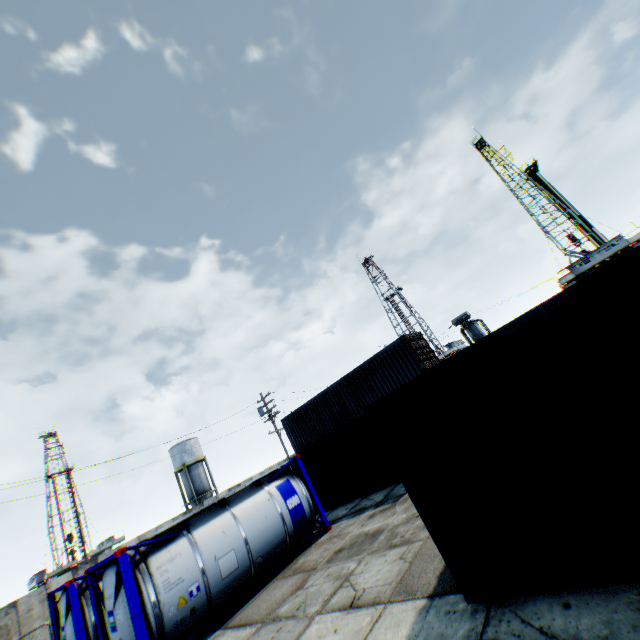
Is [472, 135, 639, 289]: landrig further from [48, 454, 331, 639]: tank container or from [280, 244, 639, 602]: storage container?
[48, 454, 331, 639]: tank container

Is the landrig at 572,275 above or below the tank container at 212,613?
above

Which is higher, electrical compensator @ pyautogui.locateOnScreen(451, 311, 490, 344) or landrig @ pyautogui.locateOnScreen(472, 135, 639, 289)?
landrig @ pyautogui.locateOnScreen(472, 135, 639, 289)

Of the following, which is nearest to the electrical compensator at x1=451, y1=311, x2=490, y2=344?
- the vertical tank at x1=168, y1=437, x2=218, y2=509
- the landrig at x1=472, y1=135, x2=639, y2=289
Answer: the landrig at x1=472, y1=135, x2=639, y2=289

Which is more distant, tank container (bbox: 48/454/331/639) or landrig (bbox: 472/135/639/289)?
landrig (bbox: 472/135/639/289)

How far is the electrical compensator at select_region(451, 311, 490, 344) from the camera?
32.0 meters

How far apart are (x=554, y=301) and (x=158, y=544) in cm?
1114

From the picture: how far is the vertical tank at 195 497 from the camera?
43.00m
